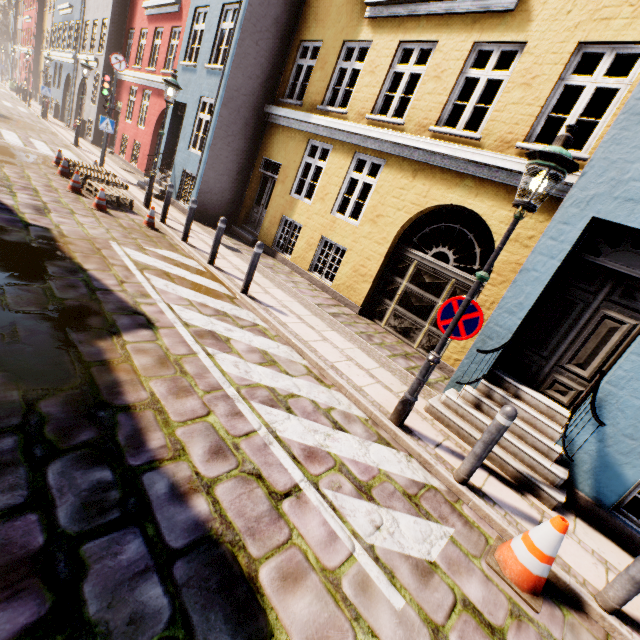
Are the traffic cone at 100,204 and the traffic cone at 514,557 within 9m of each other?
no

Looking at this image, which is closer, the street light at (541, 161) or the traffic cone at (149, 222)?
the street light at (541, 161)

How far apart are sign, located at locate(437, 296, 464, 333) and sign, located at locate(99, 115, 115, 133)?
14.82m

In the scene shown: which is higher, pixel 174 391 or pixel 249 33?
pixel 249 33

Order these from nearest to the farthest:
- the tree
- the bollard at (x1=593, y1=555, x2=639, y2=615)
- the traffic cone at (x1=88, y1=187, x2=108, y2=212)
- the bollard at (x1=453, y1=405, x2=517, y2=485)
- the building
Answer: the bollard at (x1=593, y1=555, x2=639, y2=615) < the bollard at (x1=453, y1=405, x2=517, y2=485) < the building < the traffic cone at (x1=88, y1=187, x2=108, y2=212) < the tree

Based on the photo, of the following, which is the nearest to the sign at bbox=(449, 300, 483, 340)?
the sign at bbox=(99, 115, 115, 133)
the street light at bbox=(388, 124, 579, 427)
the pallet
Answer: the street light at bbox=(388, 124, 579, 427)

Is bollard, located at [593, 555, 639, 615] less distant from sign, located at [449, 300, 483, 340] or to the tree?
sign, located at [449, 300, 483, 340]

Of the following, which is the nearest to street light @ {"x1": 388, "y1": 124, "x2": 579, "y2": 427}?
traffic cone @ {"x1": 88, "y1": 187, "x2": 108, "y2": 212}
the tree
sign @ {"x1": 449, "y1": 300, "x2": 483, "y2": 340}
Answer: sign @ {"x1": 449, "y1": 300, "x2": 483, "y2": 340}
